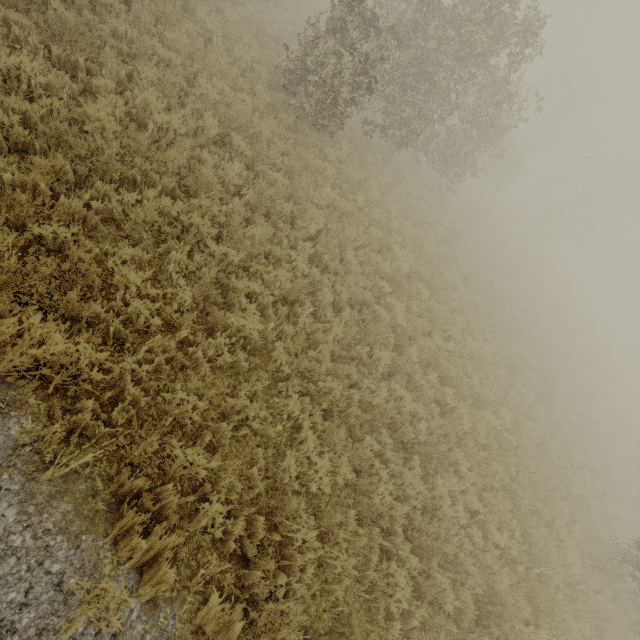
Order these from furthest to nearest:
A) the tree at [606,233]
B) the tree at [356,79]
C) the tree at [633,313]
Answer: the tree at [633,313] → the tree at [606,233] → the tree at [356,79]

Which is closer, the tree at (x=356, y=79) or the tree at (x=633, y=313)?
the tree at (x=356, y=79)

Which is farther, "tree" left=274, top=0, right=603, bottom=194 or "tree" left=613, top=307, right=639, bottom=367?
"tree" left=613, top=307, right=639, bottom=367

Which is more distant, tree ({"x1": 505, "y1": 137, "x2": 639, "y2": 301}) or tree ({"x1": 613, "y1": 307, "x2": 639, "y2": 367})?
tree ({"x1": 613, "y1": 307, "x2": 639, "y2": 367})

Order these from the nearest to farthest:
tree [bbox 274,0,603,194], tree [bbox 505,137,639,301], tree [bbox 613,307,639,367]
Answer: tree [bbox 274,0,603,194] → tree [bbox 505,137,639,301] → tree [bbox 613,307,639,367]

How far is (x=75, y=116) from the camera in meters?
5.0 m
